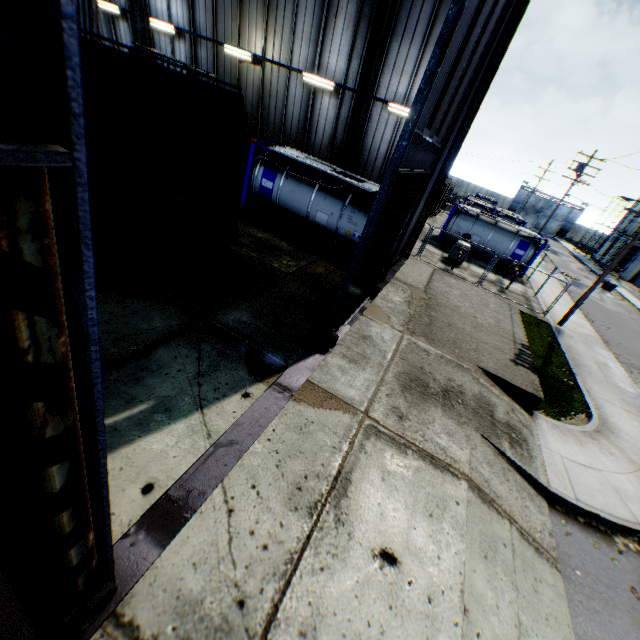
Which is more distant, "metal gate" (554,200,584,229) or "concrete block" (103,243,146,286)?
"metal gate" (554,200,584,229)

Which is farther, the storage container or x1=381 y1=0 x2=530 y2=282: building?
the storage container

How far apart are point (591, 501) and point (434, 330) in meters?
5.8

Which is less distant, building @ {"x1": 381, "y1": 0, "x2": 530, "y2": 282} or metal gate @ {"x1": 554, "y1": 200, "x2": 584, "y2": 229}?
building @ {"x1": 381, "y1": 0, "x2": 530, "y2": 282}

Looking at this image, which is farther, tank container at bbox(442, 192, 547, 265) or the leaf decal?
tank container at bbox(442, 192, 547, 265)

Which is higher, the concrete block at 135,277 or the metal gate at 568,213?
the metal gate at 568,213

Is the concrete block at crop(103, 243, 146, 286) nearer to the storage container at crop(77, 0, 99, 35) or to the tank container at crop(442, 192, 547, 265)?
the storage container at crop(77, 0, 99, 35)

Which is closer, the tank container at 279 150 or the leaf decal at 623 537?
the leaf decal at 623 537
